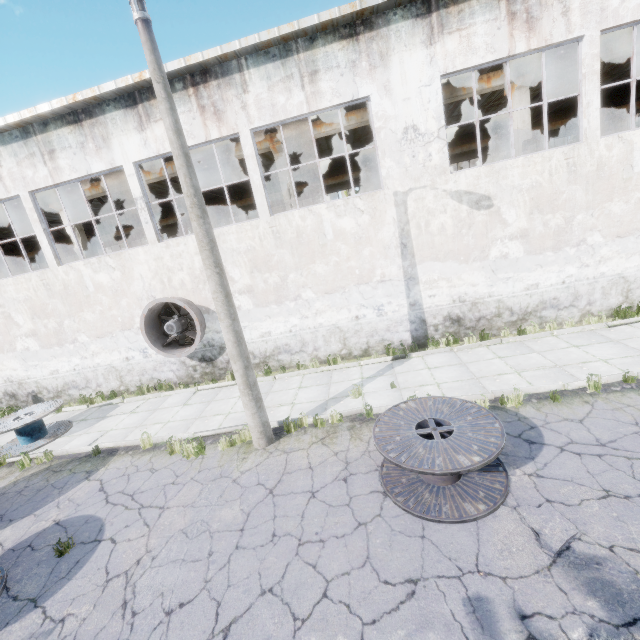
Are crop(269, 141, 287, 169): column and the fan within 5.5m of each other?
yes

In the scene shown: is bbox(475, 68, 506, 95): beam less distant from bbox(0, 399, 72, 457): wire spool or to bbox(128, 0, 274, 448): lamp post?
bbox(128, 0, 274, 448): lamp post

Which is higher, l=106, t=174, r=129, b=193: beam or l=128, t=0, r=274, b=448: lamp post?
l=106, t=174, r=129, b=193: beam

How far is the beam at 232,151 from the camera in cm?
1277

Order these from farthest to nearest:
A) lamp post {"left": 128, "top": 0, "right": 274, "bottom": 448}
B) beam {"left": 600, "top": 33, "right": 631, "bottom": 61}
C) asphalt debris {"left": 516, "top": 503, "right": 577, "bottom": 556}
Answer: beam {"left": 600, "top": 33, "right": 631, "bottom": 61}, lamp post {"left": 128, "top": 0, "right": 274, "bottom": 448}, asphalt debris {"left": 516, "top": 503, "right": 577, "bottom": 556}

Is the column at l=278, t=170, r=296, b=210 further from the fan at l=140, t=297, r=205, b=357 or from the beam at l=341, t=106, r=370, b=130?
the fan at l=140, t=297, r=205, b=357

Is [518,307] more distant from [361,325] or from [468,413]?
[468,413]

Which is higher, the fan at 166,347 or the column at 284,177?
the column at 284,177
